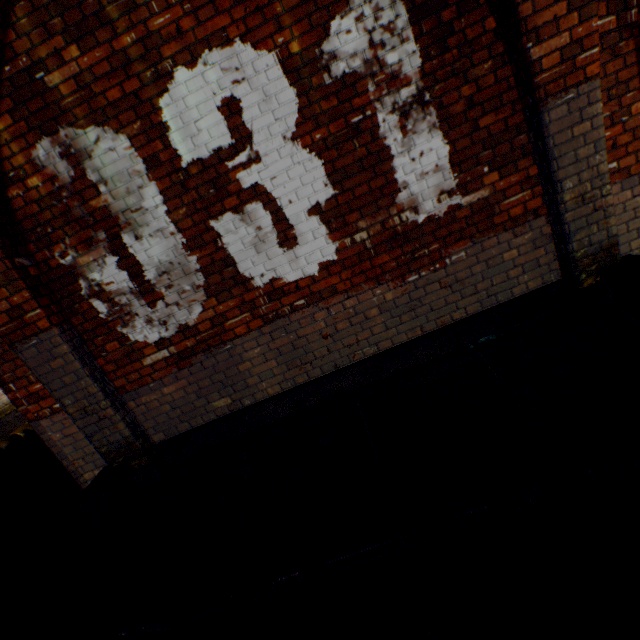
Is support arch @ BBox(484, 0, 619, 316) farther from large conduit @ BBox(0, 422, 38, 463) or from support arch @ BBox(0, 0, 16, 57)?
large conduit @ BBox(0, 422, 38, 463)

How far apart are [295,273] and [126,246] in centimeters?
156cm

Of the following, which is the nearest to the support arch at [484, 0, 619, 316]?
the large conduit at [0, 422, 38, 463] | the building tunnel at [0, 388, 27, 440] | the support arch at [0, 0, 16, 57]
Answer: the support arch at [0, 0, 16, 57]

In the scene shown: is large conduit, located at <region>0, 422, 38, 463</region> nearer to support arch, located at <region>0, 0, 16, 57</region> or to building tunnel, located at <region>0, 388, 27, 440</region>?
building tunnel, located at <region>0, 388, 27, 440</region>

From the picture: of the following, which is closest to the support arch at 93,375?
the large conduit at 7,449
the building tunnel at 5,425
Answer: the building tunnel at 5,425

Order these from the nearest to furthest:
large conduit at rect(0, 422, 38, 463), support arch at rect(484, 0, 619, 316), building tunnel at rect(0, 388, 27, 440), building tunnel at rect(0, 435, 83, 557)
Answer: support arch at rect(484, 0, 619, 316) < building tunnel at rect(0, 435, 83, 557) < large conduit at rect(0, 422, 38, 463) < building tunnel at rect(0, 388, 27, 440)

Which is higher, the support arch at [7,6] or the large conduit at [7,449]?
the support arch at [7,6]

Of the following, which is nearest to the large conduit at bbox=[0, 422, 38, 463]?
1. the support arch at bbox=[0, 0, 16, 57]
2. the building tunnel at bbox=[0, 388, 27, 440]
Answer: the building tunnel at bbox=[0, 388, 27, 440]
